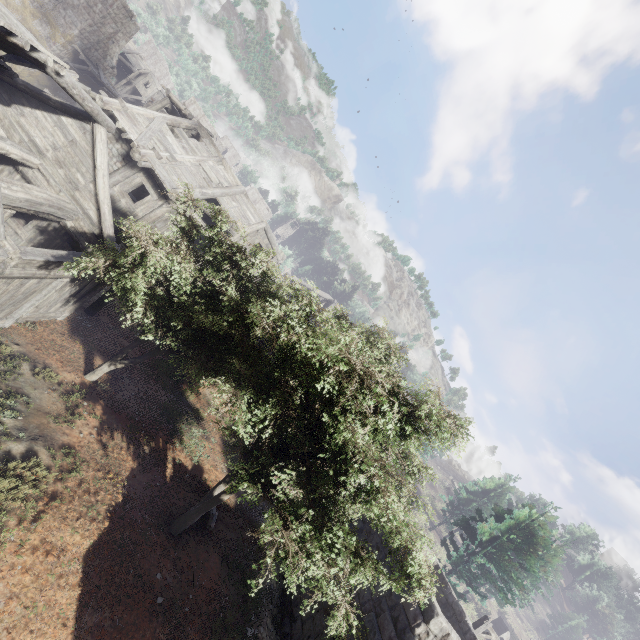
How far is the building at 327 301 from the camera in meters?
39.5

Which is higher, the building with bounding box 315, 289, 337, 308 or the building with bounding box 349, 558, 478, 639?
the building with bounding box 315, 289, 337, 308

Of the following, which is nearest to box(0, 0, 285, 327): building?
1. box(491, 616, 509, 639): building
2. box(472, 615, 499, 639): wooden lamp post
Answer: box(472, 615, 499, 639): wooden lamp post

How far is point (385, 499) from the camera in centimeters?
625cm

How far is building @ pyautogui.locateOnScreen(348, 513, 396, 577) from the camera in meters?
10.3 m

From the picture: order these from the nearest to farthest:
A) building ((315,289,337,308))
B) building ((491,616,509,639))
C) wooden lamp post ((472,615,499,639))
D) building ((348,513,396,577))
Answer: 1. building ((348,513,396,577))
2. wooden lamp post ((472,615,499,639))
3. building ((491,616,509,639))
4. building ((315,289,337,308))
